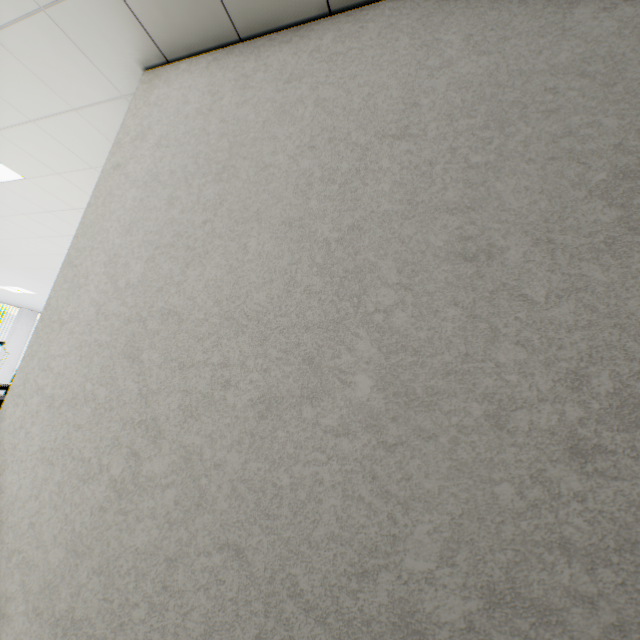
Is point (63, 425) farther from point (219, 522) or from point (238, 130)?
point (238, 130)
